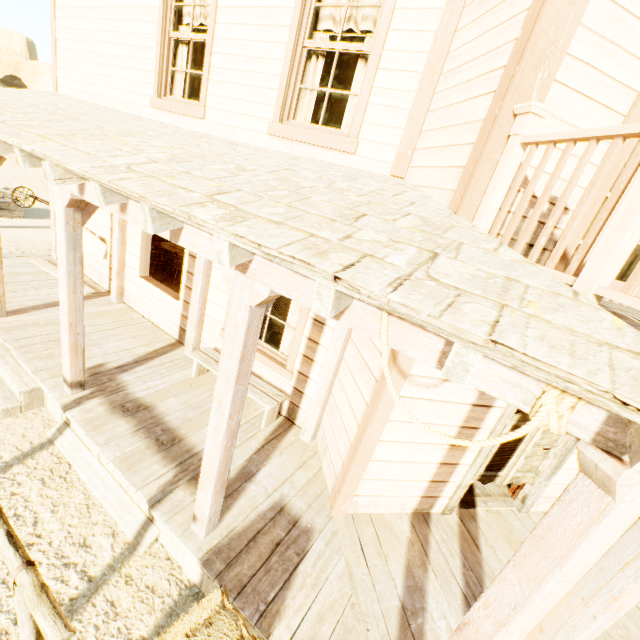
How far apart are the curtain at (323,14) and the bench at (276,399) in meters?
3.4 m

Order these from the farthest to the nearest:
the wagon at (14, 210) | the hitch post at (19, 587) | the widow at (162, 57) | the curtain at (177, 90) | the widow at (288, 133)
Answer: the wagon at (14, 210), the curtain at (177, 90), the widow at (162, 57), the widow at (288, 133), the hitch post at (19, 587)

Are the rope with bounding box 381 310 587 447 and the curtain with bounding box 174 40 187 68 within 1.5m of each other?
no

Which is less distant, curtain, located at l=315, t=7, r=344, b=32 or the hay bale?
the hay bale

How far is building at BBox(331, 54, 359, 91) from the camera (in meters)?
6.21

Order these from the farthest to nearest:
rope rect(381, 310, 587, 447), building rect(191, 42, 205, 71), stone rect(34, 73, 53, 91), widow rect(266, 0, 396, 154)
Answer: stone rect(34, 73, 53, 91), building rect(191, 42, 205, 71), widow rect(266, 0, 396, 154), rope rect(381, 310, 587, 447)

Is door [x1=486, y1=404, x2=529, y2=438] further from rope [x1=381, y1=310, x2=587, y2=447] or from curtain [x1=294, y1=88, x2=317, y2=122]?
curtain [x1=294, y1=88, x2=317, y2=122]

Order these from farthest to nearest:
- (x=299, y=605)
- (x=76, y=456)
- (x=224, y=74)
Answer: (x=224, y=74) < (x=76, y=456) < (x=299, y=605)
